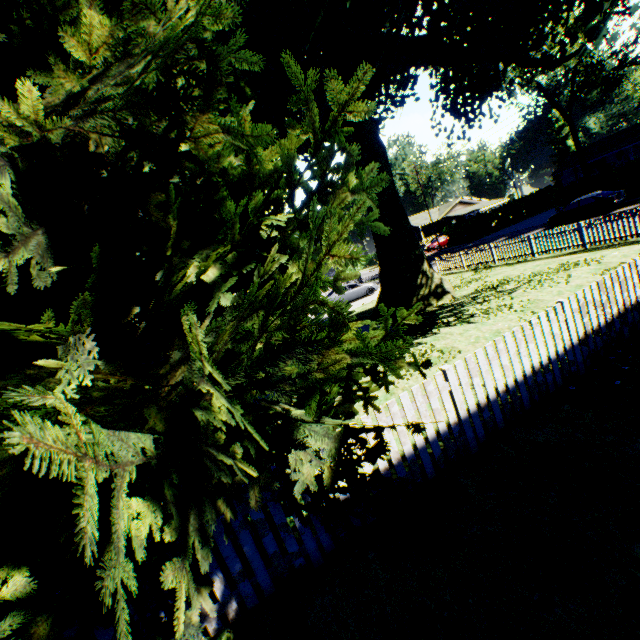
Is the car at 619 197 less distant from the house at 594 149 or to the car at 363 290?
the car at 363 290

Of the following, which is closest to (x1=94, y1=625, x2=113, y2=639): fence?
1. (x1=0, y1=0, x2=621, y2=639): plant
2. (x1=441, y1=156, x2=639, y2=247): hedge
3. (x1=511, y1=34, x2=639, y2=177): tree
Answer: (x1=0, y1=0, x2=621, y2=639): plant

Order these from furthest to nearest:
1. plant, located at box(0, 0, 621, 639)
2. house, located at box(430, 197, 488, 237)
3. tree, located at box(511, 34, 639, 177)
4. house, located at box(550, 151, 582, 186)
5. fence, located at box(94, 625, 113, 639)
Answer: house, located at box(430, 197, 488, 237)
house, located at box(550, 151, 582, 186)
tree, located at box(511, 34, 639, 177)
fence, located at box(94, 625, 113, 639)
plant, located at box(0, 0, 621, 639)

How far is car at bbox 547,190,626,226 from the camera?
23.2 meters

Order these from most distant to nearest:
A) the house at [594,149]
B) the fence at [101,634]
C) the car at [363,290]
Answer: the house at [594,149] → the car at [363,290] → the fence at [101,634]

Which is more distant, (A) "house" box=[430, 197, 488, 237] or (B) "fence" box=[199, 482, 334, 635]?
(A) "house" box=[430, 197, 488, 237]

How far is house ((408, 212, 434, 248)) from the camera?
54.3m

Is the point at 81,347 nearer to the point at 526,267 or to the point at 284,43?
the point at 284,43
